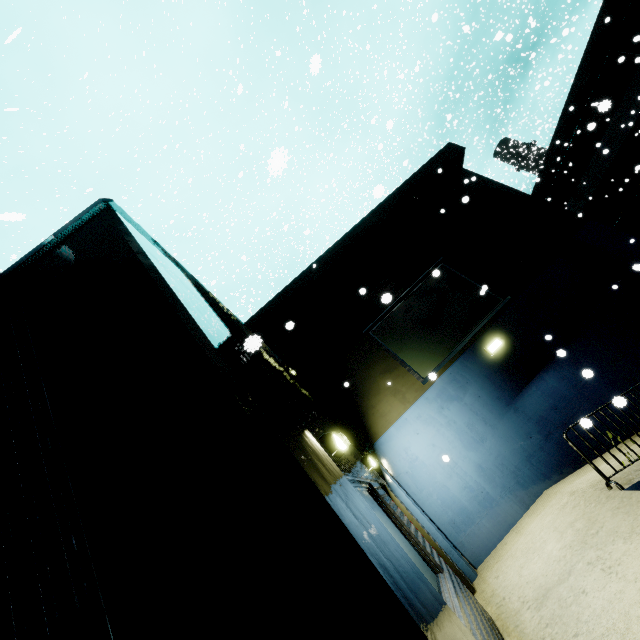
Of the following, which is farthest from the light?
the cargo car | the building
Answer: the cargo car

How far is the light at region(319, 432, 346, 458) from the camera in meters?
4.1

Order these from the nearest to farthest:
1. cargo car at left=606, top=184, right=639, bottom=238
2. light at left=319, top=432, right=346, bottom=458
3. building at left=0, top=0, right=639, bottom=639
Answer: building at left=0, top=0, right=639, bottom=639 < light at left=319, top=432, right=346, bottom=458 < cargo car at left=606, top=184, right=639, bottom=238

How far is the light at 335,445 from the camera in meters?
4.1 m

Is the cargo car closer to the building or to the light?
the building

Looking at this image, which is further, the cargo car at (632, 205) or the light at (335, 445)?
the cargo car at (632, 205)

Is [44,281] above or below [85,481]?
above
